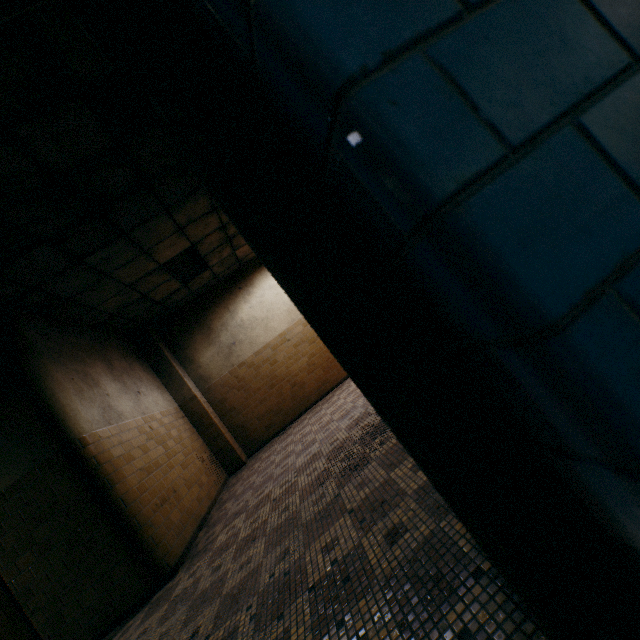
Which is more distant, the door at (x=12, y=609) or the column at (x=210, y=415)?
the column at (x=210, y=415)

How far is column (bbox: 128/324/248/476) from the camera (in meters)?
7.24

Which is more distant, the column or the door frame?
the column

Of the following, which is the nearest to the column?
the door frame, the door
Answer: the door

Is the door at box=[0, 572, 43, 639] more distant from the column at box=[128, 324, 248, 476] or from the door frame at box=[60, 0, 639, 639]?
the door frame at box=[60, 0, 639, 639]

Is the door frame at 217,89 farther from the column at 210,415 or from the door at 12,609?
the column at 210,415

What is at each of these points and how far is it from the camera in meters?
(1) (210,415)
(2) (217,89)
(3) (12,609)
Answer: (1) column, 7.3
(2) door frame, 0.4
(3) door, 3.5

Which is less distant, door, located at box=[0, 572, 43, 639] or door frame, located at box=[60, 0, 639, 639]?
door frame, located at box=[60, 0, 639, 639]
